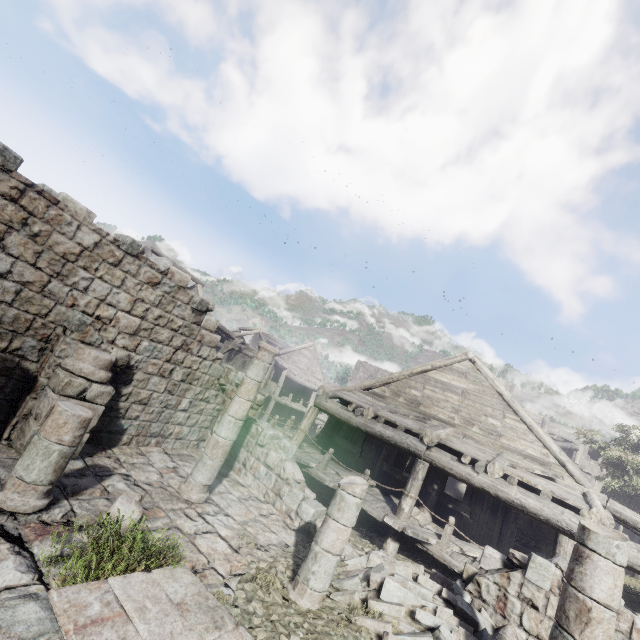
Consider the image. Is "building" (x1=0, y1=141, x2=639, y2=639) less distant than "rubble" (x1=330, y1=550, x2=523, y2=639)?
Yes

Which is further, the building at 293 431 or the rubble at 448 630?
the rubble at 448 630

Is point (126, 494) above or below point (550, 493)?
below
